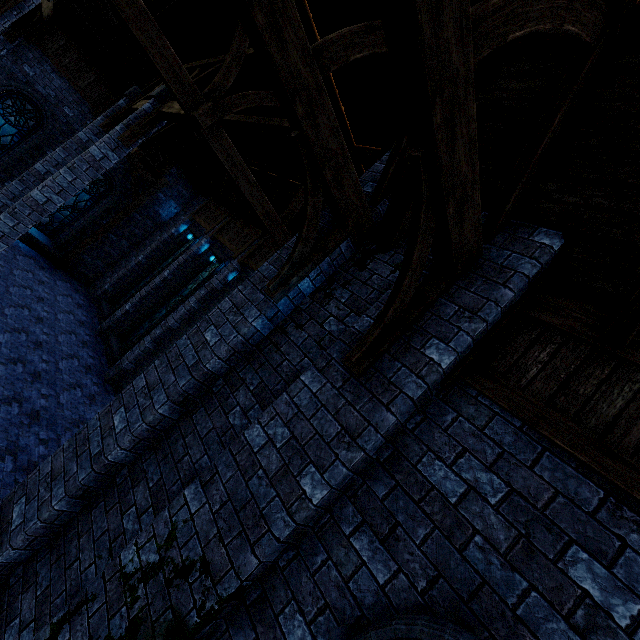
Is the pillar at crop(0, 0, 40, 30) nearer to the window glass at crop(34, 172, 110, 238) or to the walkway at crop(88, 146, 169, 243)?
the walkway at crop(88, 146, 169, 243)

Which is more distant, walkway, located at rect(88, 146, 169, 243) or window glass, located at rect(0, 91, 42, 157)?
walkway, located at rect(88, 146, 169, 243)

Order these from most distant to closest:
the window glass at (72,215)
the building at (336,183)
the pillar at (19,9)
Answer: the window glass at (72,215)
the pillar at (19,9)
the building at (336,183)

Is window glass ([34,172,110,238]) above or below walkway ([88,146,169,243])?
below

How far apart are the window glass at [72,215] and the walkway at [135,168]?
0.77m

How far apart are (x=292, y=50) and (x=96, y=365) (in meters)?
11.35

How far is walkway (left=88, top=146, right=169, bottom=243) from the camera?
13.9m

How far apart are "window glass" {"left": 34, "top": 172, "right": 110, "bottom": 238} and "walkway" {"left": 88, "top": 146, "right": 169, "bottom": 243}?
0.8m
